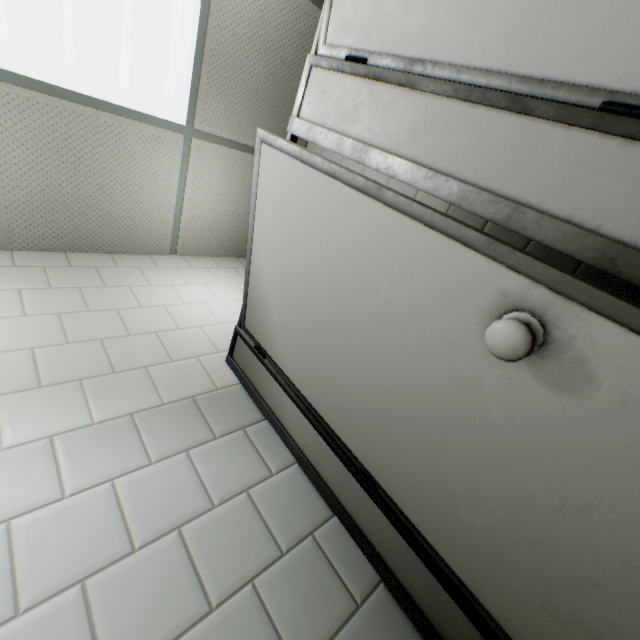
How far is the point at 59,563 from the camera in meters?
0.9
